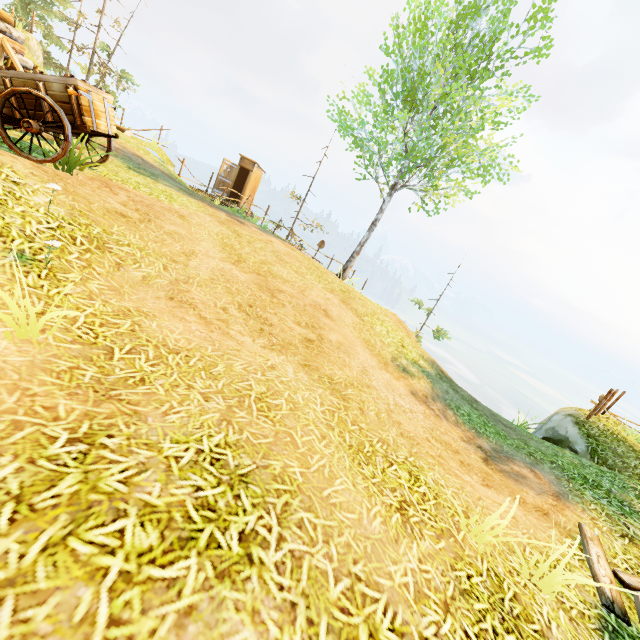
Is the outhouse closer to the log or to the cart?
the log

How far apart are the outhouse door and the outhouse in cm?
3

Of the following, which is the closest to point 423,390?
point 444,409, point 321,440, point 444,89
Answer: point 444,409

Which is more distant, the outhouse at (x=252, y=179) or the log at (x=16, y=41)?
the outhouse at (x=252, y=179)

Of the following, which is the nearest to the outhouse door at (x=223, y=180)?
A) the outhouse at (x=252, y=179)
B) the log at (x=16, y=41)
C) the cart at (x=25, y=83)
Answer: the outhouse at (x=252, y=179)

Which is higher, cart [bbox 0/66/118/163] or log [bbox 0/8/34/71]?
log [bbox 0/8/34/71]

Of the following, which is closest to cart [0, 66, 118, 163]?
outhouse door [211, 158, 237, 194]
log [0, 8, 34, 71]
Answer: log [0, 8, 34, 71]
